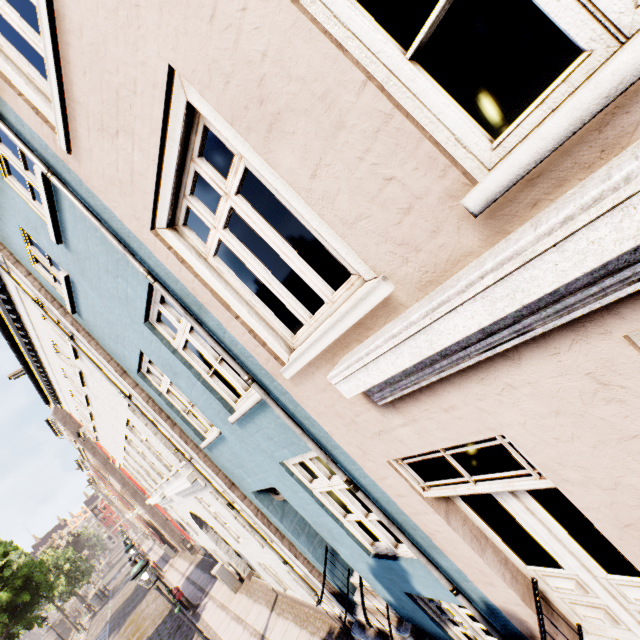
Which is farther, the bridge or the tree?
the bridge

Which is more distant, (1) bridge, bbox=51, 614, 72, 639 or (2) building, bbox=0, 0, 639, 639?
(1) bridge, bbox=51, 614, 72, 639

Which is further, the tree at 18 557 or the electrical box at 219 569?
the tree at 18 557

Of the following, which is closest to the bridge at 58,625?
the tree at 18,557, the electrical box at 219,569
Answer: the tree at 18,557

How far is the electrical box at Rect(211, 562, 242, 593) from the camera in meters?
11.5

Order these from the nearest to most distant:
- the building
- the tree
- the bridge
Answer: the building → the tree → the bridge

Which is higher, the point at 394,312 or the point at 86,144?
the point at 86,144

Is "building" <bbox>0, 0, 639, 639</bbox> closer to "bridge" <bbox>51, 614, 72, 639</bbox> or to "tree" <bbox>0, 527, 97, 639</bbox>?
"tree" <bbox>0, 527, 97, 639</bbox>
